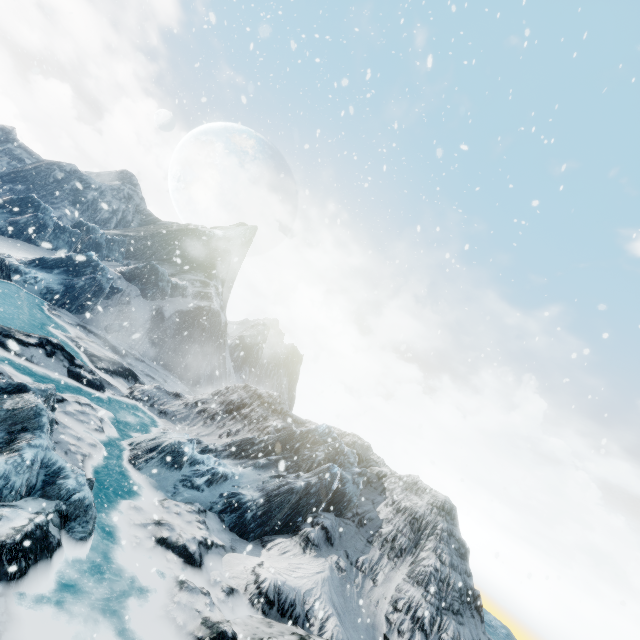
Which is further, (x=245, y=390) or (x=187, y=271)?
(x=187, y=271)
